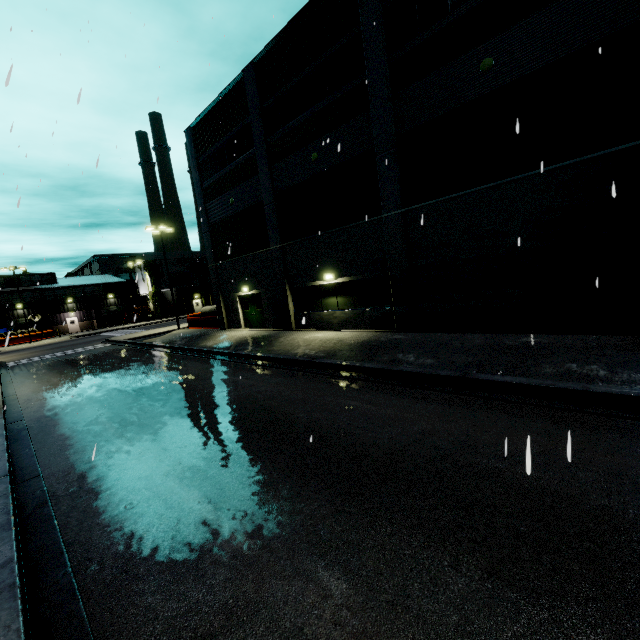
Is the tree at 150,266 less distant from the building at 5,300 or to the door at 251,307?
the building at 5,300

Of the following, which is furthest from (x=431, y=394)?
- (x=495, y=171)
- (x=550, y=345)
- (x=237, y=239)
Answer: (x=237, y=239)

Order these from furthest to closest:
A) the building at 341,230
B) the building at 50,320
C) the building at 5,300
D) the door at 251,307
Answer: the building at 50,320 < the building at 5,300 < the door at 251,307 < the building at 341,230

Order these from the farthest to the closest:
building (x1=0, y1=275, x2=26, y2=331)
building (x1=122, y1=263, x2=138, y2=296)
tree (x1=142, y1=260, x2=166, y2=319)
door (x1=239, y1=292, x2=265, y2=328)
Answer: building (x1=122, y1=263, x2=138, y2=296) < tree (x1=142, y1=260, x2=166, y2=319) < building (x1=0, y1=275, x2=26, y2=331) < door (x1=239, y1=292, x2=265, y2=328)

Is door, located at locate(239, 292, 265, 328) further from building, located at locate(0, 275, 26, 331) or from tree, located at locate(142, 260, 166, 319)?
tree, located at locate(142, 260, 166, 319)

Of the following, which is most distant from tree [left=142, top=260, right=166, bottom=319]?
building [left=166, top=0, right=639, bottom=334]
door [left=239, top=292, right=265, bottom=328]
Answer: door [left=239, top=292, right=265, bottom=328]
